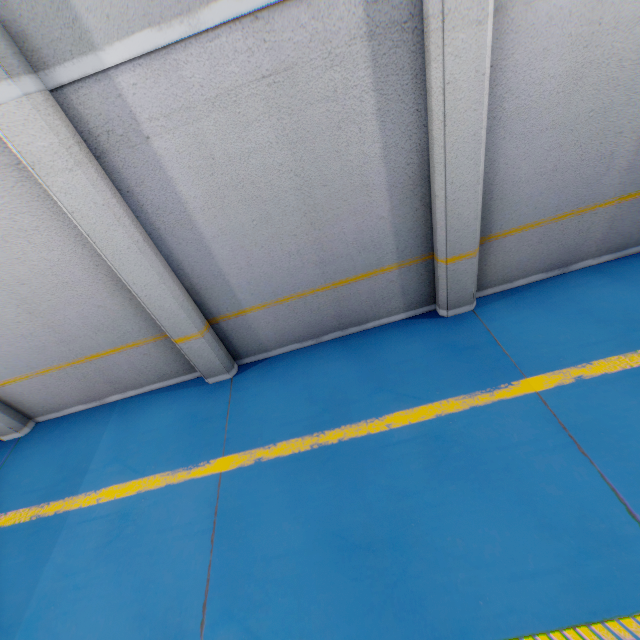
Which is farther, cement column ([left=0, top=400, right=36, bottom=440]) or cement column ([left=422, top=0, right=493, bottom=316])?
cement column ([left=0, top=400, right=36, bottom=440])

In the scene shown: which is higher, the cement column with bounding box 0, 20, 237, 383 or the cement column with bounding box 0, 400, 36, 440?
the cement column with bounding box 0, 20, 237, 383

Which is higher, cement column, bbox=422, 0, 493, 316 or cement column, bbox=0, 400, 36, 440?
cement column, bbox=422, 0, 493, 316

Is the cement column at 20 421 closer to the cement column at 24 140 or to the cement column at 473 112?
the cement column at 24 140

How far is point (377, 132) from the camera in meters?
3.4 m

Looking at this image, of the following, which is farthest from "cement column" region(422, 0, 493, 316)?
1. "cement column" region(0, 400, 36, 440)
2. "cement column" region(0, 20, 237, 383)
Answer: "cement column" region(0, 400, 36, 440)

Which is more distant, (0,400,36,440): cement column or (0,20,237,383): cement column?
(0,400,36,440): cement column

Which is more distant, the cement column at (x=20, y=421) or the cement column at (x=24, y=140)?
the cement column at (x=20, y=421)
